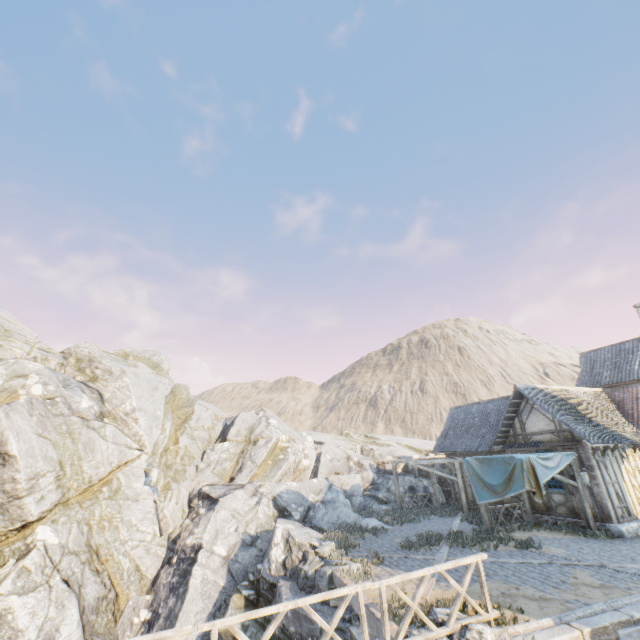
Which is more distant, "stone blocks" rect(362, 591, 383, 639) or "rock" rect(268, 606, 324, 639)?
"rock" rect(268, 606, 324, 639)

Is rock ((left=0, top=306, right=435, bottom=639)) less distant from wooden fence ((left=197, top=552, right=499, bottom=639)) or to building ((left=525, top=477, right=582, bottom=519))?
wooden fence ((left=197, top=552, right=499, bottom=639))

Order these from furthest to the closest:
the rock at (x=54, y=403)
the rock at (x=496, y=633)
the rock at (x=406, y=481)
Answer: the rock at (x=406, y=481), the rock at (x=54, y=403), the rock at (x=496, y=633)

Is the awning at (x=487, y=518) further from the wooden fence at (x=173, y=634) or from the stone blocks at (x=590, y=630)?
the wooden fence at (x=173, y=634)

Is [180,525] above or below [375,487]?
below

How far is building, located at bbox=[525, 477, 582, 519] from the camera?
14.3m

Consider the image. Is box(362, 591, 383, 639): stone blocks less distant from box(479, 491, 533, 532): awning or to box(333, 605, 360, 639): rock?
box(333, 605, 360, 639): rock

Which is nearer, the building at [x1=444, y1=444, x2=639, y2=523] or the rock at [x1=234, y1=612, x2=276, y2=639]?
the rock at [x1=234, y1=612, x2=276, y2=639]
